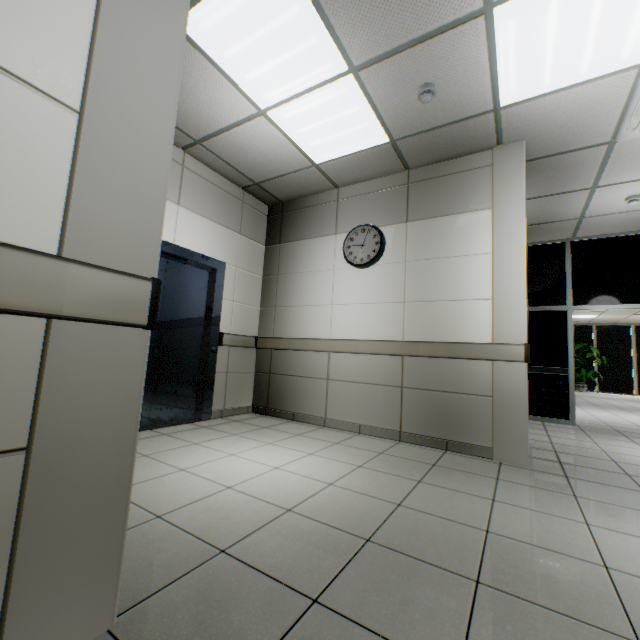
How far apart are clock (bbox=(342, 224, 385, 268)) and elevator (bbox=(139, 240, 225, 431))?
1.62m

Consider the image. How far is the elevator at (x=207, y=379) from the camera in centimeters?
377cm

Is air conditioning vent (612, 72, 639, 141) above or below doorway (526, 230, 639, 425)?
above

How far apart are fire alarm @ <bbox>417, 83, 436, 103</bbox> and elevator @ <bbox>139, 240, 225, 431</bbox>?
2.9 meters

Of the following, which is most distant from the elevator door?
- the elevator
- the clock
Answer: the clock

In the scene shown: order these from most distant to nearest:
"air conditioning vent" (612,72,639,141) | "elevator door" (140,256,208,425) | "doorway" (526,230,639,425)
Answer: "doorway" (526,230,639,425)
"elevator door" (140,256,208,425)
"air conditioning vent" (612,72,639,141)

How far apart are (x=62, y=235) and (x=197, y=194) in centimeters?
351cm

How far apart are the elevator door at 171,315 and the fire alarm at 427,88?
3.1 meters
